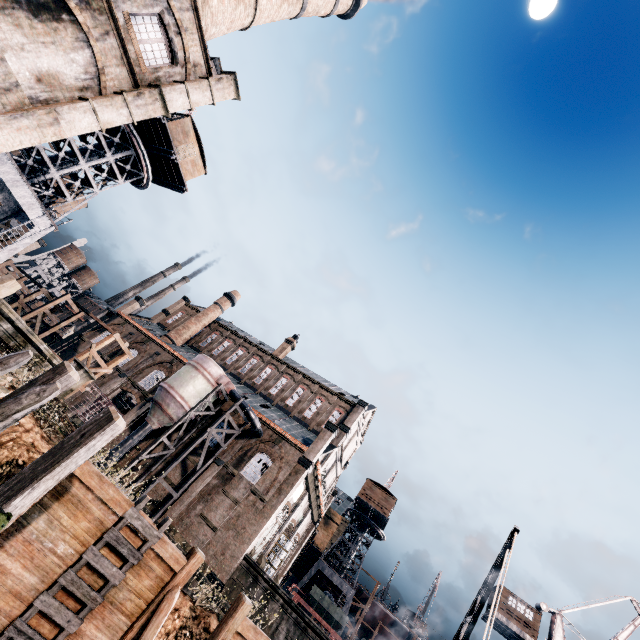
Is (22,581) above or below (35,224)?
below

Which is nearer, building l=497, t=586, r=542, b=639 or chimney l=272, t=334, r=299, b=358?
building l=497, t=586, r=542, b=639

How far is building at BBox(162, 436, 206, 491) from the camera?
30.20m

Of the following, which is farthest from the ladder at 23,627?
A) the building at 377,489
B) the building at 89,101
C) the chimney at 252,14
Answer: the building at 377,489

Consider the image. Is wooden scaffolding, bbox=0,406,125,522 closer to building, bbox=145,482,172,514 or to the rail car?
building, bbox=145,482,172,514

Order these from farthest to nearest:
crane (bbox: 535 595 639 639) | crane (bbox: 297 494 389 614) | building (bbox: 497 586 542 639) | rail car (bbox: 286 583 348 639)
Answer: Result: crane (bbox: 297 494 389 614), crane (bbox: 535 595 639 639), building (bbox: 497 586 542 639), rail car (bbox: 286 583 348 639)

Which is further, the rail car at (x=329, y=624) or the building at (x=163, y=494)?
the rail car at (x=329, y=624)

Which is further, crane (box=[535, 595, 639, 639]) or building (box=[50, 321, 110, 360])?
building (box=[50, 321, 110, 360])
